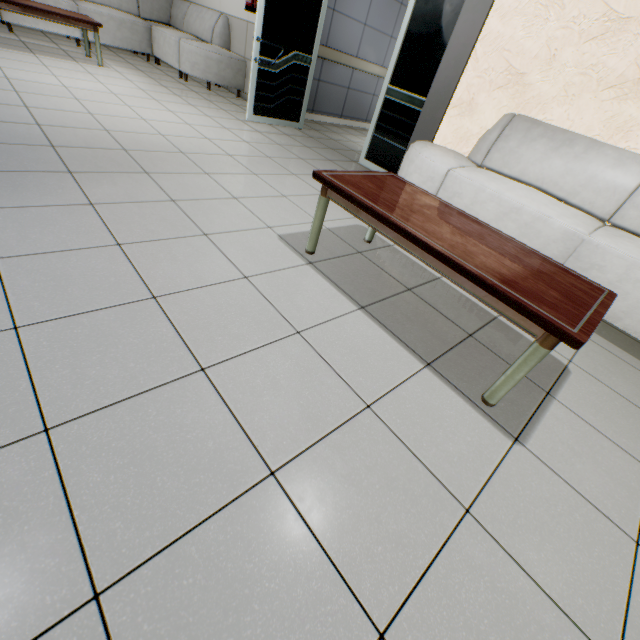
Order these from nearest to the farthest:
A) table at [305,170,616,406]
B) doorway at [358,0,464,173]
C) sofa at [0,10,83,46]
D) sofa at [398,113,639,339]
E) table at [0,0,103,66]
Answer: table at [305,170,616,406], sofa at [398,113,639,339], doorway at [358,0,464,173], table at [0,0,103,66], sofa at [0,10,83,46]

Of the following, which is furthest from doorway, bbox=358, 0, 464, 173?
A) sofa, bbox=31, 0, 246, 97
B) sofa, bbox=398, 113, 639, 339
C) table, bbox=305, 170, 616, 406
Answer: table, bbox=305, 170, 616, 406

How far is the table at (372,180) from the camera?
1.3m

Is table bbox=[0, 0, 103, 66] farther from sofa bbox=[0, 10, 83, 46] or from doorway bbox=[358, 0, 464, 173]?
doorway bbox=[358, 0, 464, 173]

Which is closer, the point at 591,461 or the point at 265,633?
the point at 265,633

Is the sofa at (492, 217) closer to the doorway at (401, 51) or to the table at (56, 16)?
the doorway at (401, 51)

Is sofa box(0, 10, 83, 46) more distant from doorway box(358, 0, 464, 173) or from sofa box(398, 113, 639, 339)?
sofa box(398, 113, 639, 339)
